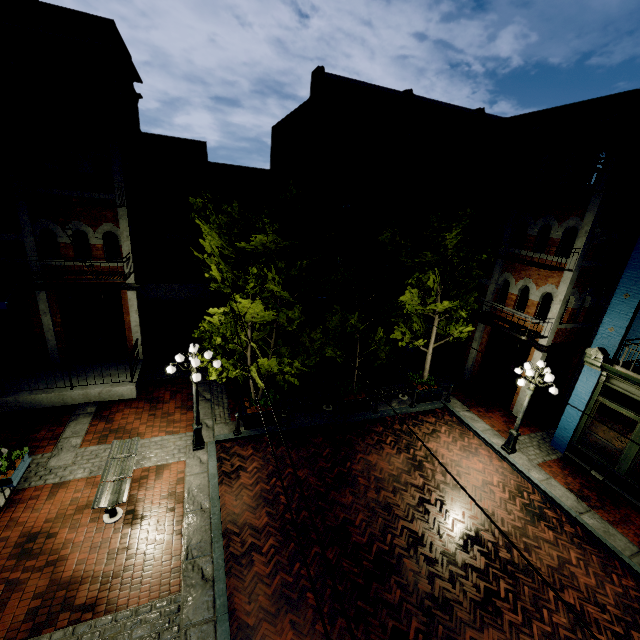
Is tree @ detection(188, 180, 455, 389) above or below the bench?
above

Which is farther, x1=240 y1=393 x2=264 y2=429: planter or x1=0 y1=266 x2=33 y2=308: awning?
x1=240 y1=393 x2=264 y2=429: planter

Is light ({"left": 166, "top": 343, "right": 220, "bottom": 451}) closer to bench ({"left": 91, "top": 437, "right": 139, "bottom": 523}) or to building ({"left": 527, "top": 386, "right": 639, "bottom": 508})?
bench ({"left": 91, "top": 437, "right": 139, "bottom": 523})

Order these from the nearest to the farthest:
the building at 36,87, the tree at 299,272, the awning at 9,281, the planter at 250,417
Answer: the tree at 299,272, the building at 36,87, the awning at 9,281, the planter at 250,417

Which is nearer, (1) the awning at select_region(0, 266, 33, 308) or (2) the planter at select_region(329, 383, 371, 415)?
(1) the awning at select_region(0, 266, 33, 308)

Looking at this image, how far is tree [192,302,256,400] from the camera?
8.9m

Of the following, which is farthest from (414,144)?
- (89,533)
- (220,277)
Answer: (89,533)

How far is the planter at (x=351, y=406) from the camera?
12.5m
